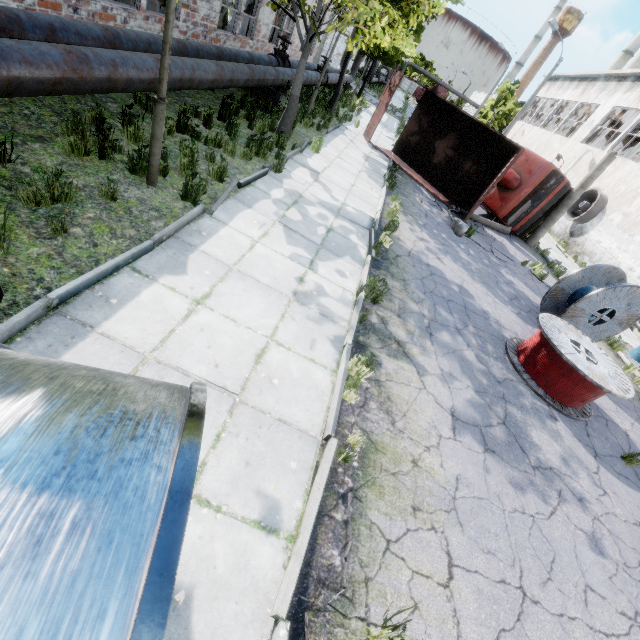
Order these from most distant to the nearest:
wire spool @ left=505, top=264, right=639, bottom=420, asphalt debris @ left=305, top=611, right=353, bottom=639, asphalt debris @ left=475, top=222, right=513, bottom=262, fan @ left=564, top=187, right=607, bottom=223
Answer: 1. fan @ left=564, top=187, right=607, bottom=223
2. asphalt debris @ left=475, top=222, right=513, bottom=262
3. wire spool @ left=505, top=264, right=639, bottom=420
4. asphalt debris @ left=305, top=611, right=353, bottom=639

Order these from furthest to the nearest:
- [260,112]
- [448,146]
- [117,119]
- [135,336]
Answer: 1. [448,146]
2. [260,112]
3. [117,119]
4. [135,336]

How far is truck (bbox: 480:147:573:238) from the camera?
14.16m

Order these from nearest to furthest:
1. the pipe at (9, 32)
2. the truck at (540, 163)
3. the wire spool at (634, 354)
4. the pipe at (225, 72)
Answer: the pipe at (9, 32), the pipe at (225, 72), the wire spool at (634, 354), the truck at (540, 163)

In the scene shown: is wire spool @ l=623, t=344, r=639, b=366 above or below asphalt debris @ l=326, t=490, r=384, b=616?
above

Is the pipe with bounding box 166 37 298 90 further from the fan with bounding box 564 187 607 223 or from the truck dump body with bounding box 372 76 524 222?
the fan with bounding box 564 187 607 223

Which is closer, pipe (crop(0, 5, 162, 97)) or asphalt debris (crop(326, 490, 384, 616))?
asphalt debris (crop(326, 490, 384, 616))

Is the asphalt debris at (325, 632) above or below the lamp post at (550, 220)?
below
